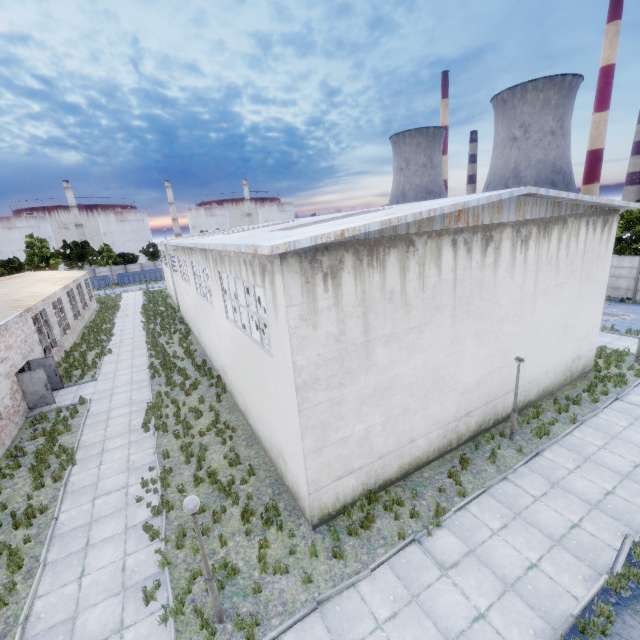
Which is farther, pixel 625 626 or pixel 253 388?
pixel 253 388

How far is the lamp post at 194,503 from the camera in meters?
6.3 m

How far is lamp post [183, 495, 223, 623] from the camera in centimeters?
626cm
